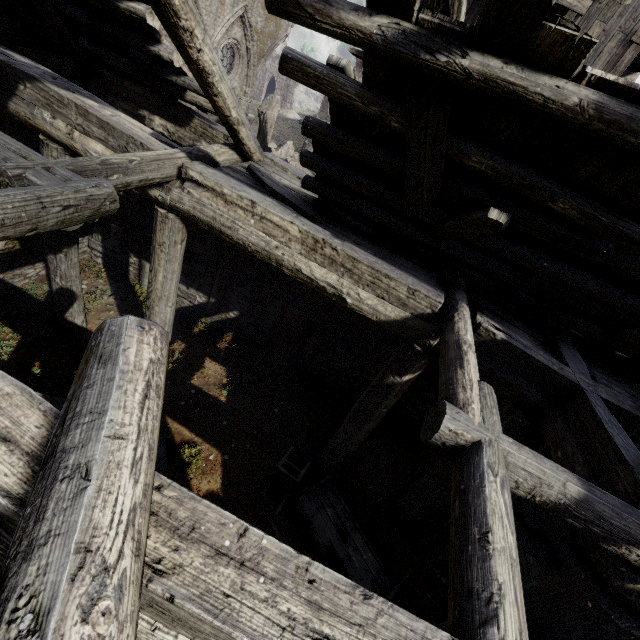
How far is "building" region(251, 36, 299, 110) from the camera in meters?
43.5 m

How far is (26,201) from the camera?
2.80m

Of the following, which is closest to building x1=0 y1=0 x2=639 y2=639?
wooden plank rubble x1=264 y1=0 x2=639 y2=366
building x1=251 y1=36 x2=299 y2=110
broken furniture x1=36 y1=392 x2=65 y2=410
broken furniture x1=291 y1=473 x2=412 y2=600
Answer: wooden plank rubble x1=264 y1=0 x2=639 y2=366

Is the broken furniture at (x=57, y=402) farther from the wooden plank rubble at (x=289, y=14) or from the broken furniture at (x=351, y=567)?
the wooden plank rubble at (x=289, y=14)

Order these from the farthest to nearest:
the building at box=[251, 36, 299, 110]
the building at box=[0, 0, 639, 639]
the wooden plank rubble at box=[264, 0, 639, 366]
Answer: the building at box=[251, 36, 299, 110]
the wooden plank rubble at box=[264, 0, 639, 366]
the building at box=[0, 0, 639, 639]

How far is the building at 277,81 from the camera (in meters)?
43.47

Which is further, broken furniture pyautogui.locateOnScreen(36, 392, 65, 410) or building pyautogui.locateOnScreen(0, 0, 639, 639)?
broken furniture pyautogui.locateOnScreen(36, 392, 65, 410)
